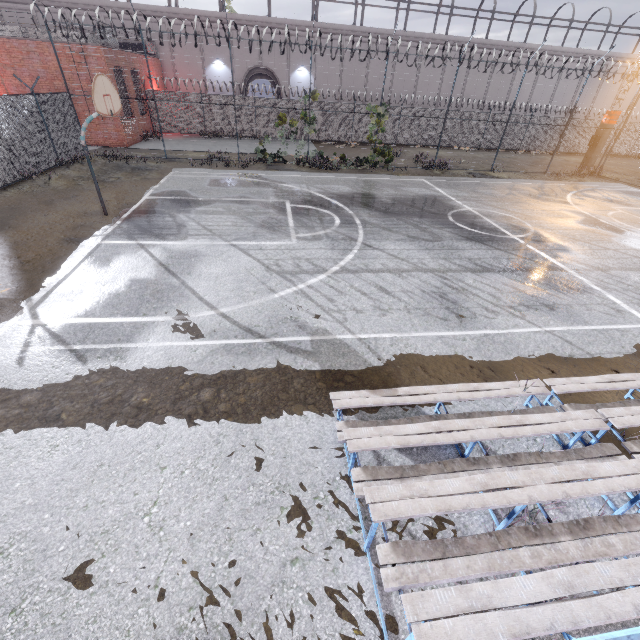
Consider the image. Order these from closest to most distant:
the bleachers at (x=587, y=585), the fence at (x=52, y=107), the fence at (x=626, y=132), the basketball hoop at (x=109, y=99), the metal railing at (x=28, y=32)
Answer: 1. the bleachers at (x=587, y=585)
2. the basketball hoop at (x=109, y=99)
3. the fence at (x=52, y=107)
4. the fence at (x=626, y=132)
5. the metal railing at (x=28, y=32)

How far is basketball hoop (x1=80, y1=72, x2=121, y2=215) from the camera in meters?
8.2

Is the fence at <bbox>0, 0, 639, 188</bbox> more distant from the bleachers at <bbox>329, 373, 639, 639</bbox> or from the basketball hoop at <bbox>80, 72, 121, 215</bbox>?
the bleachers at <bbox>329, 373, 639, 639</bbox>

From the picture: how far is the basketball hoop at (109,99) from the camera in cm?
823

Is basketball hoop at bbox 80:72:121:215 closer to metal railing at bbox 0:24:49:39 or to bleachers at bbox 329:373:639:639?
bleachers at bbox 329:373:639:639

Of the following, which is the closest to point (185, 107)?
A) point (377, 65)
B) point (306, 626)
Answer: point (377, 65)

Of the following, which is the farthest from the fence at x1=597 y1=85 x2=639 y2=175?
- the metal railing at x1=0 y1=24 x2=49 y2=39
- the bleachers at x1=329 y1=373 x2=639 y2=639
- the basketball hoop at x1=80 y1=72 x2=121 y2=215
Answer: the bleachers at x1=329 y1=373 x2=639 y2=639
